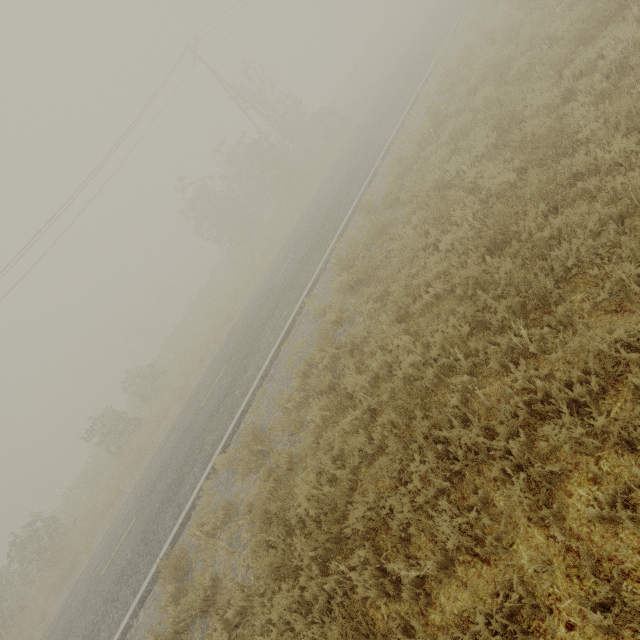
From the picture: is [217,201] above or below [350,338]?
above
